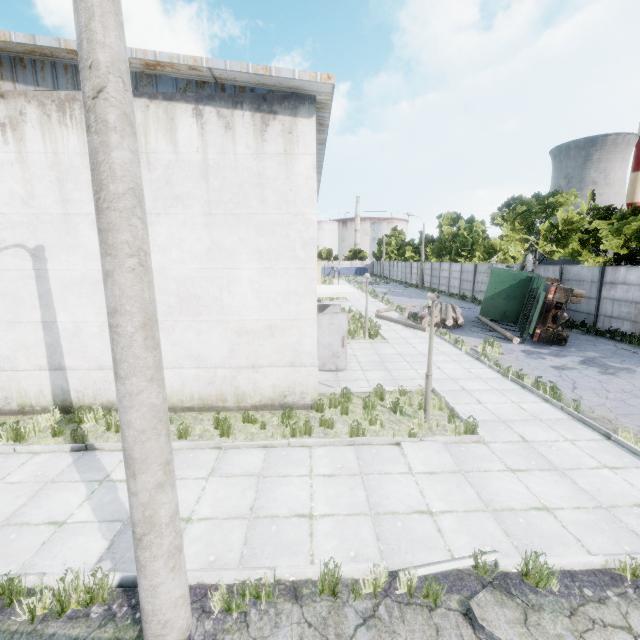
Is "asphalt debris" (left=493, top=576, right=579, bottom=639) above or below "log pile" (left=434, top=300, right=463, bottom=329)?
below

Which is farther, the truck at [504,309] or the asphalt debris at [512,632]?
the truck at [504,309]

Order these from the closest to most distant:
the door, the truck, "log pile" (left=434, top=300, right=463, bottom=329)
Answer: the door
the truck
"log pile" (left=434, top=300, right=463, bottom=329)

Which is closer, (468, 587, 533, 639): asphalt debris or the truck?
(468, 587, 533, 639): asphalt debris

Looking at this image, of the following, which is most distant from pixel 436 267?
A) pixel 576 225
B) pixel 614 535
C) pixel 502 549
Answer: pixel 502 549

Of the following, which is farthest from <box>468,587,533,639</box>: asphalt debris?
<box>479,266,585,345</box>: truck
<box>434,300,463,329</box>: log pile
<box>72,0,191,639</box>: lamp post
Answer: <box>434,300,463,329</box>: log pile

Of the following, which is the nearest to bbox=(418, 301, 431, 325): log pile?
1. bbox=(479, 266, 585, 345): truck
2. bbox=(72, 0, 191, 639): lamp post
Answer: bbox=(479, 266, 585, 345): truck

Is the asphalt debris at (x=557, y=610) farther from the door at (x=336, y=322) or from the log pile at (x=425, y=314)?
the log pile at (x=425, y=314)
